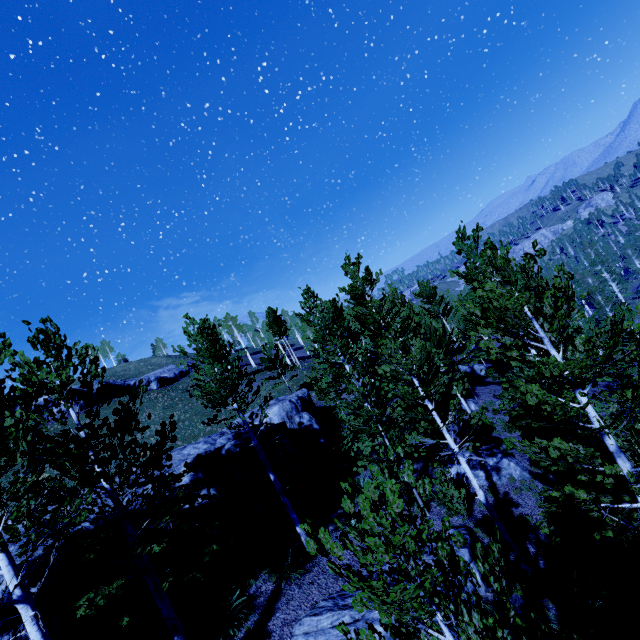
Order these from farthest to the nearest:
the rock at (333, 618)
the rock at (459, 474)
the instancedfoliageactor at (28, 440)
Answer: the rock at (459, 474), the rock at (333, 618), the instancedfoliageactor at (28, 440)

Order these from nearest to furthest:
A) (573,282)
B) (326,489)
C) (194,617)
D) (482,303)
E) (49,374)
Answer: (482,303), (49,374), (194,617), (326,489), (573,282)

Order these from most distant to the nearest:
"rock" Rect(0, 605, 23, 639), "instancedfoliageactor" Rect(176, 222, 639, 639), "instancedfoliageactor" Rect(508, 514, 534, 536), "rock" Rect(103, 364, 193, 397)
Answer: "rock" Rect(103, 364, 193, 397) < "instancedfoliageactor" Rect(508, 514, 534, 536) < "rock" Rect(0, 605, 23, 639) < "instancedfoliageactor" Rect(176, 222, 639, 639)

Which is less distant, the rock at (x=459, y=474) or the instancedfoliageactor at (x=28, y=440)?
the instancedfoliageactor at (x=28, y=440)

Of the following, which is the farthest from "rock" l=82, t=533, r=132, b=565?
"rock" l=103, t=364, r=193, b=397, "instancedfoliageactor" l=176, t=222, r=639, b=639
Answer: "rock" l=103, t=364, r=193, b=397

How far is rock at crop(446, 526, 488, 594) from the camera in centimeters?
909cm

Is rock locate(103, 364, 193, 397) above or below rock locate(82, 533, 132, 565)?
above

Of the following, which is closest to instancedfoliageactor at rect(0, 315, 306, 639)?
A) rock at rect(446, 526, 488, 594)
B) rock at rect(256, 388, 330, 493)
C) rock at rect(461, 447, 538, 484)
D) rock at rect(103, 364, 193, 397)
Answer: rock at rect(256, 388, 330, 493)
